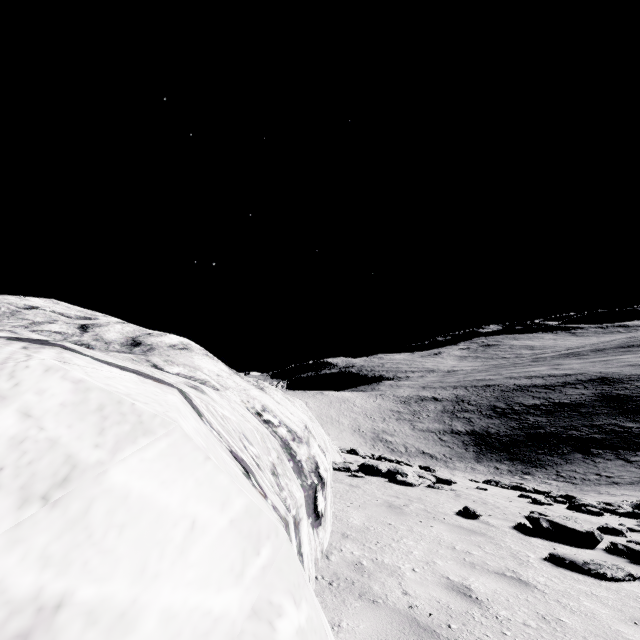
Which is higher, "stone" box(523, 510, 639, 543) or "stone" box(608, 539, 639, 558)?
"stone" box(523, 510, 639, 543)

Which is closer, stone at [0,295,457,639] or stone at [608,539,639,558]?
stone at [0,295,457,639]

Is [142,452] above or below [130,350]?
below

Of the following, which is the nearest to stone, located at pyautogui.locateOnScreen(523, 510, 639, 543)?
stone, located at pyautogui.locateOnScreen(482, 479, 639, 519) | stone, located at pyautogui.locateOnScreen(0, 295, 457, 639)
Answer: stone, located at pyautogui.locateOnScreen(482, 479, 639, 519)

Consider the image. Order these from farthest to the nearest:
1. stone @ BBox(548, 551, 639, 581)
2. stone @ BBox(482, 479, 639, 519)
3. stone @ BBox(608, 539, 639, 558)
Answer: stone @ BBox(482, 479, 639, 519) → stone @ BBox(608, 539, 639, 558) → stone @ BBox(548, 551, 639, 581)

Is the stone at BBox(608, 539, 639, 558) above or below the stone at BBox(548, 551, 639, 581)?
below

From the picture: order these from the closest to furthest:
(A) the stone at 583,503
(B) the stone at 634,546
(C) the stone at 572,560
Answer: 1. (C) the stone at 572,560
2. (B) the stone at 634,546
3. (A) the stone at 583,503

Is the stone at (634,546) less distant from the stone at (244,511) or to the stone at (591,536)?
the stone at (591,536)
